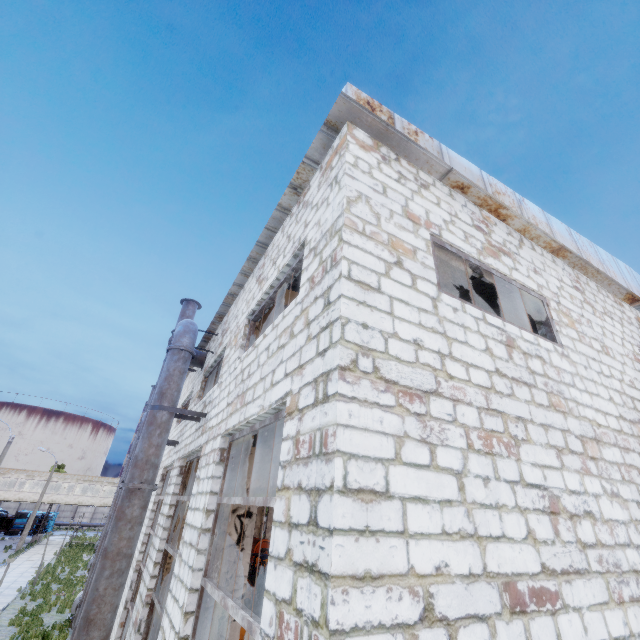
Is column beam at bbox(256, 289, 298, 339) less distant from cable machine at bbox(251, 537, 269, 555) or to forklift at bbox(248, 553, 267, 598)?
forklift at bbox(248, 553, 267, 598)

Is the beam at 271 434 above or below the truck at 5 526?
above

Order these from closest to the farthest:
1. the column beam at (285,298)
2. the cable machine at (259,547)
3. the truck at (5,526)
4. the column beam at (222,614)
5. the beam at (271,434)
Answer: the column beam at (222,614), the beam at (271,434), the column beam at (285,298), the cable machine at (259,547), the truck at (5,526)

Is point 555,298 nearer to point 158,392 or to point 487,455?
point 487,455

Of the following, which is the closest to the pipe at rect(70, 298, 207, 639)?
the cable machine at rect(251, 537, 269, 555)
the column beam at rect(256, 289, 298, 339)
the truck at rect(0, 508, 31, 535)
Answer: the column beam at rect(256, 289, 298, 339)

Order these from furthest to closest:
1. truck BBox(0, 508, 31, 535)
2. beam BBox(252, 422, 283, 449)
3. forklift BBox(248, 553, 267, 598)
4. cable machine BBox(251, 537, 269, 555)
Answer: truck BBox(0, 508, 31, 535)
cable machine BBox(251, 537, 269, 555)
forklift BBox(248, 553, 267, 598)
beam BBox(252, 422, 283, 449)

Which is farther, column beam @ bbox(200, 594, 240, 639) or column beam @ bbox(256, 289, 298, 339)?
column beam @ bbox(256, 289, 298, 339)

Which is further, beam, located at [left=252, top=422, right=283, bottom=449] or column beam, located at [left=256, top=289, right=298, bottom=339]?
column beam, located at [left=256, top=289, right=298, bottom=339]
